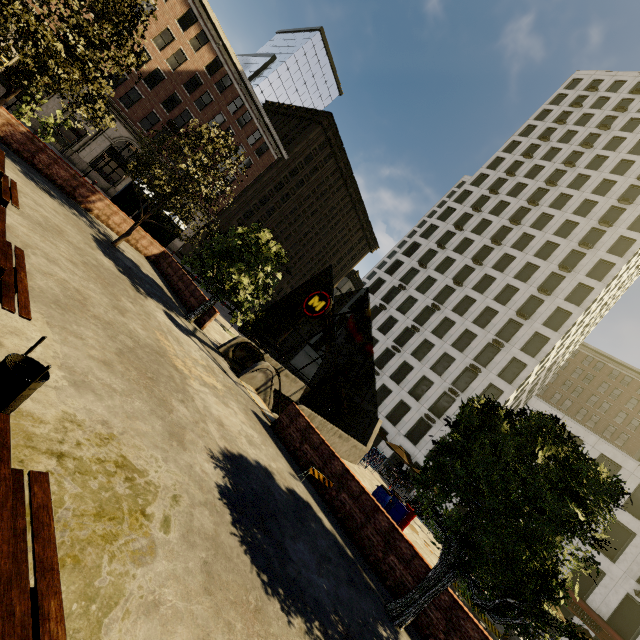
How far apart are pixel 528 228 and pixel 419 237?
14.22m

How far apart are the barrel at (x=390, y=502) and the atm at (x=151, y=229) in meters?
19.2

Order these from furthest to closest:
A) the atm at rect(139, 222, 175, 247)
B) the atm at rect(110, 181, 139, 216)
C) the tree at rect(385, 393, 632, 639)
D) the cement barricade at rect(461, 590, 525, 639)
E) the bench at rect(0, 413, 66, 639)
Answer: the atm at rect(139, 222, 175, 247)
the atm at rect(110, 181, 139, 216)
the cement barricade at rect(461, 590, 525, 639)
the tree at rect(385, 393, 632, 639)
the bench at rect(0, 413, 66, 639)

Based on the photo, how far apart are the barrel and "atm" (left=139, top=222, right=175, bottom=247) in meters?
19.2 m

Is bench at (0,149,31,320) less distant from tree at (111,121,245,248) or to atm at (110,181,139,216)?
tree at (111,121,245,248)

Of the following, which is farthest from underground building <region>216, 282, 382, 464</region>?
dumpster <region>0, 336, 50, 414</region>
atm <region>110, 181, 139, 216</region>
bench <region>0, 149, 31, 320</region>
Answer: atm <region>110, 181, 139, 216</region>

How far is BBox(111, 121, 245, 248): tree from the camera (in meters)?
14.71

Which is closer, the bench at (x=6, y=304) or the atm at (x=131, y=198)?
the bench at (x=6, y=304)
